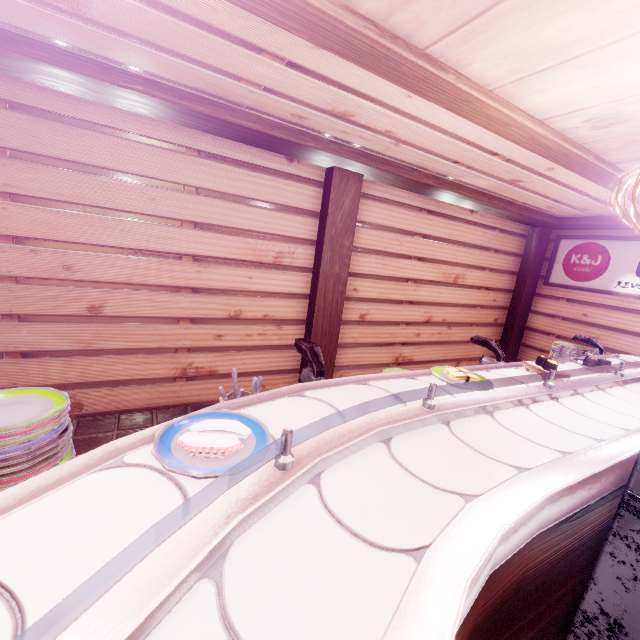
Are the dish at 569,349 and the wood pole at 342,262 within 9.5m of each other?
yes

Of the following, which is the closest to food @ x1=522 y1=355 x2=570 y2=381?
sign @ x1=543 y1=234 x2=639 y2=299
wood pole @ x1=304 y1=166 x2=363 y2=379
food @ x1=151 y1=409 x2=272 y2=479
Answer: food @ x1=151 y1=409 x2=272 y2=479

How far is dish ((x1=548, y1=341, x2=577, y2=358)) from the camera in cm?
536

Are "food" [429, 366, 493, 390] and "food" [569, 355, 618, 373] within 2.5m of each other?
yes

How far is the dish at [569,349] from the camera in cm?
536

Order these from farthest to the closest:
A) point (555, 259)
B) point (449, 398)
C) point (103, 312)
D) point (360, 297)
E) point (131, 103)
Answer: point (555, 259) < point (360, 297) < point (103, 312) < point (131, 103) < point (449, 398)

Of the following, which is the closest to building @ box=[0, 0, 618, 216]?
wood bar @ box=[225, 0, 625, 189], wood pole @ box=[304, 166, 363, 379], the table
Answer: wood bar @ box=[225, 0, 625, 189]

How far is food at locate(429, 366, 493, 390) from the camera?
2.5m
